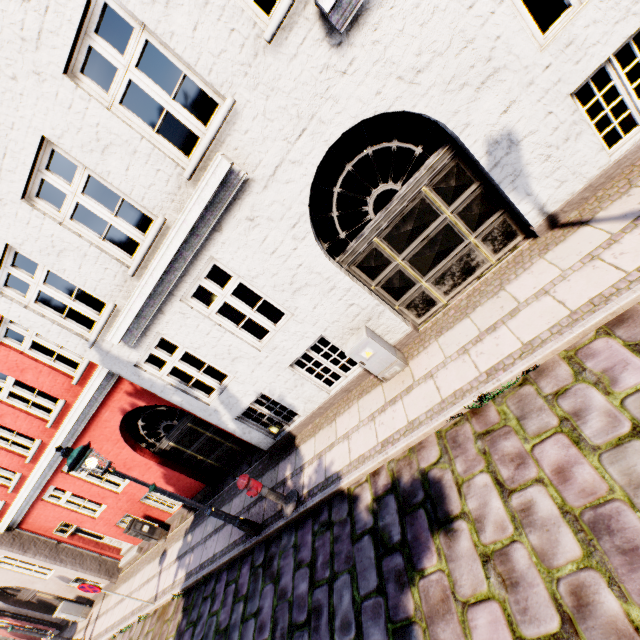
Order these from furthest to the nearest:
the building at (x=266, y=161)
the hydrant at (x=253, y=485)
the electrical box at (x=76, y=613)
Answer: the electrical box at (x=76, y=613)
the hydrant at (x=253, y=485)
the building at (x=266, y=161)

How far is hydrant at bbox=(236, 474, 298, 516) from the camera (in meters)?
5.79

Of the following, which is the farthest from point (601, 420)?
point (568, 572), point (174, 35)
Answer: point (174, 35)

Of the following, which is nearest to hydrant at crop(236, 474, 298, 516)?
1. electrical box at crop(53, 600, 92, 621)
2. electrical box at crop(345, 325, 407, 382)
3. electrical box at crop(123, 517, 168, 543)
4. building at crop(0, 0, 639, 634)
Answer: building at crop(0, 0, 639, 634)

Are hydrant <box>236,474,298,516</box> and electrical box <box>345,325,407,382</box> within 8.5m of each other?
yes

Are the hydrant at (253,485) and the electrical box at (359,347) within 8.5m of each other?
yes

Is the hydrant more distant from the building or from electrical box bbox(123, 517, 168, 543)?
electrical box bbox(123, 517, 168, 543)
